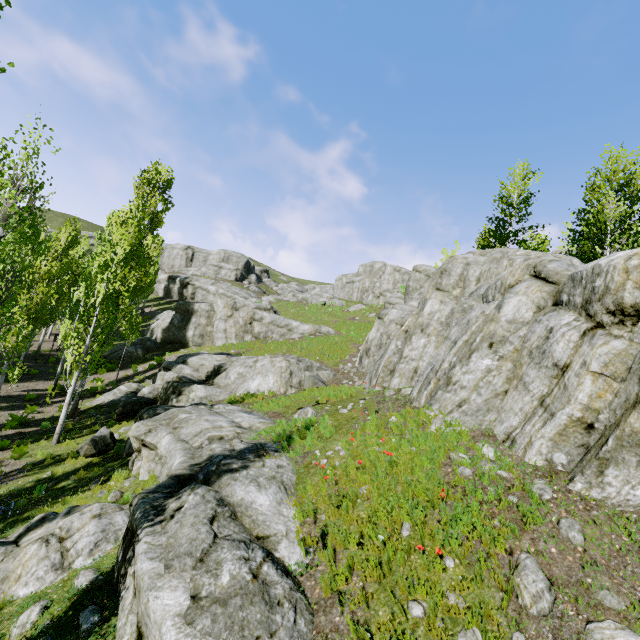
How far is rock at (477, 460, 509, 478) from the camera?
5.61m

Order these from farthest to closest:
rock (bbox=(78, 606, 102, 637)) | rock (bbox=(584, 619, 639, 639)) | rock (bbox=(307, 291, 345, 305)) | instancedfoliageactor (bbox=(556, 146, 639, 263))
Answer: rock (bbox=(307, 291, 345, 305)), instancedfoliageactor (bbox=(556, 146, 639, 263)), rock (bbox=(78, 606, 102, 637)), rock (bbox=(584, 619, 639, 639))

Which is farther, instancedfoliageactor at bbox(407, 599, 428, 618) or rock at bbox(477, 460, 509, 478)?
rock at bbox(477, 460, 509, 478)

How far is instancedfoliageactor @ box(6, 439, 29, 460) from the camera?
12.05m

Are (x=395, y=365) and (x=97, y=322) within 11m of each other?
no

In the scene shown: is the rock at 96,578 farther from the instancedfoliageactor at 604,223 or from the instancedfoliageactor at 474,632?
the instancedfoliageactor at 474,632

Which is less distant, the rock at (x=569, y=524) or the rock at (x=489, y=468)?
the rock at (x=569, y=524)
